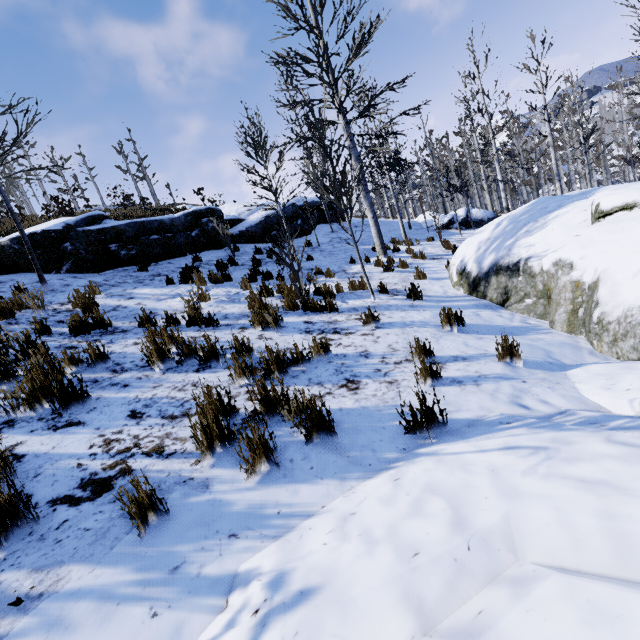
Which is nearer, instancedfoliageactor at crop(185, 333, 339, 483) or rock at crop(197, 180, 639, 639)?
rock at crop(197, 180, 639, 639)

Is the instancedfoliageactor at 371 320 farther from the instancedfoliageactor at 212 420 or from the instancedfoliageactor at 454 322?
the instancedfoliageactor at 212 420

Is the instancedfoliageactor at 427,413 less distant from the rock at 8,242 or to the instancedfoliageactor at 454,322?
the instancedfoliageactor at 454,322

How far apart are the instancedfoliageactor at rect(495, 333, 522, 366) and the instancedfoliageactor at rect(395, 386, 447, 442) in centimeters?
161cm

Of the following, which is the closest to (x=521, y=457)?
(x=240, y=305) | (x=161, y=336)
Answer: (x=161, y=336)

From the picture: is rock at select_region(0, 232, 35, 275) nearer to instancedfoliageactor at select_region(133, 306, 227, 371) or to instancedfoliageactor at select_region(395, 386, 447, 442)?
instancedfoliageactor at select_region(133, 306, 227, 371)

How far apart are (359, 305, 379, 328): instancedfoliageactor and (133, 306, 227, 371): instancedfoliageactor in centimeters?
230cm

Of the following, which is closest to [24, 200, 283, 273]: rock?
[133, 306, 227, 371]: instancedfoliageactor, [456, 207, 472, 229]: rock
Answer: [456, 207, 472, 229]: rock
